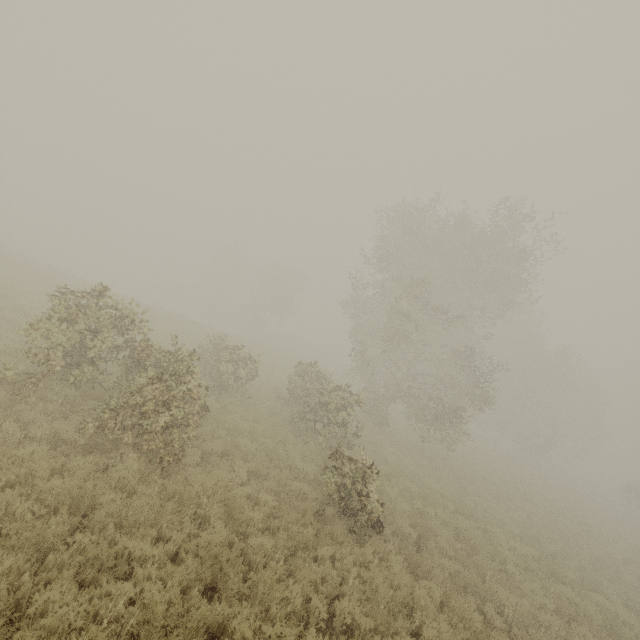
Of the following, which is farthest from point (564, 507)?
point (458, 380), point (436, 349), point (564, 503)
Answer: point (436, 349)
